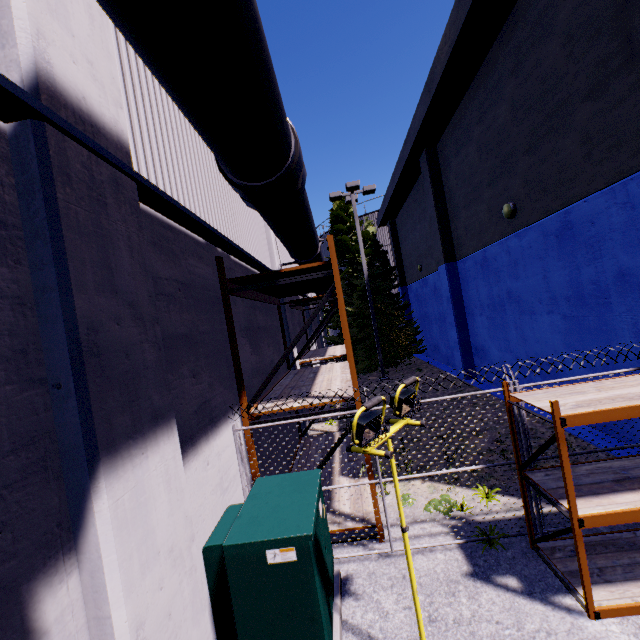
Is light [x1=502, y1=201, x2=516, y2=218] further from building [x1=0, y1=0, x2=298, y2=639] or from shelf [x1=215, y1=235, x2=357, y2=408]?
shelf [x1=215, y1=235, x2=357, y2=408]

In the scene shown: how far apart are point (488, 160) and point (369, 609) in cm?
1121

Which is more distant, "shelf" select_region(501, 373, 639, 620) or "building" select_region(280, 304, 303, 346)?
"building" select_region(280, 304, 303, 346)

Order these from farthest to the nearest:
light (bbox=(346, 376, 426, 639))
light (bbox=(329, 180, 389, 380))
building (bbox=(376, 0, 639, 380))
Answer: light (bbox=(329, 180, 389, 380)), building (bbox=(376, 0, 639, 380)), light (bbox=(346, 376, 426, 639))

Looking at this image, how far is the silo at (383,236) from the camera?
27.0 meters

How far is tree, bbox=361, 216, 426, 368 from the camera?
18.3m

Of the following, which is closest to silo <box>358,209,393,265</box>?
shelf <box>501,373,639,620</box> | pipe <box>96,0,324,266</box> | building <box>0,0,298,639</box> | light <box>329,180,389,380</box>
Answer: building <box>0,0,298,639</box>

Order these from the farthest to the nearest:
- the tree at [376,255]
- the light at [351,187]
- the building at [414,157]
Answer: the tree at [376,255], the light at [351,187], the building at [414,157]
